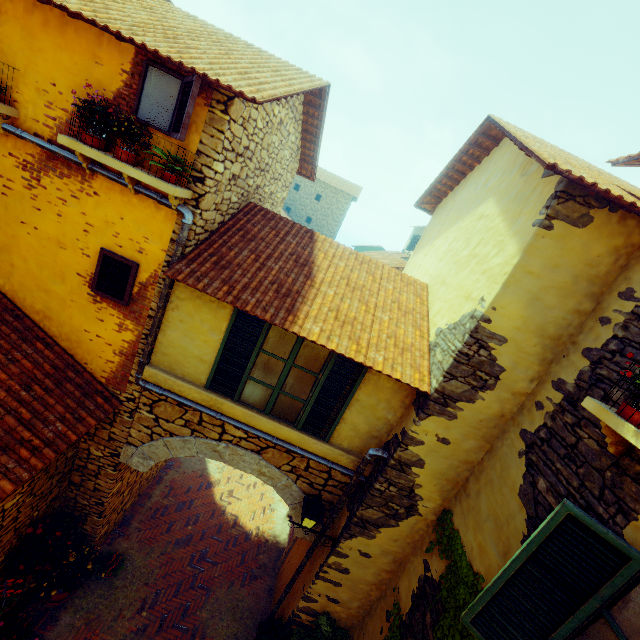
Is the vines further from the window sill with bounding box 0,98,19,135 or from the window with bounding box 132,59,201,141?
the window sill with bounding box 0,98,19,135

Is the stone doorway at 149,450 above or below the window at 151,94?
below

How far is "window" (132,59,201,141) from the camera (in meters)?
3.69

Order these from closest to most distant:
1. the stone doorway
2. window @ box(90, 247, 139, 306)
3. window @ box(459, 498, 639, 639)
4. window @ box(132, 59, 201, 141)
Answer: window @ box(459, 498, 639, 639) → window @ box(132, 59, 201, 141) → window @ box(90, 247, 139, 306) → the stone doorway

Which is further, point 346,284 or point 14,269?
point 346,284

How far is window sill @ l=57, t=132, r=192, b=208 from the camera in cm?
388

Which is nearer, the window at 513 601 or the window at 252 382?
the window at 513 601

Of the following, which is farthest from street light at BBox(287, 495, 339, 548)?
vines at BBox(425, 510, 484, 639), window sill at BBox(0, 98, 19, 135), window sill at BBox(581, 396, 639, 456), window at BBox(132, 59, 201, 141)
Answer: window sill at BBox(0, 98, 19, 135)
